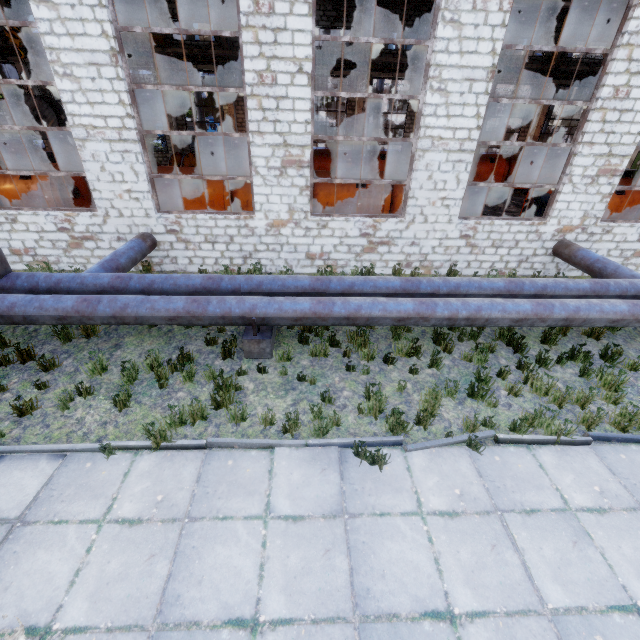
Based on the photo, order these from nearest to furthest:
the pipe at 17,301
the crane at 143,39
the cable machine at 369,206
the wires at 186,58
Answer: Result:
the pipe at 17,301
the cable machine at 369,206
the crane at 143,39
the wires at 186,58

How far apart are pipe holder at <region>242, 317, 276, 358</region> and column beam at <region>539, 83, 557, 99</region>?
27.04m

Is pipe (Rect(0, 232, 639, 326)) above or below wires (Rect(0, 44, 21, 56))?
below

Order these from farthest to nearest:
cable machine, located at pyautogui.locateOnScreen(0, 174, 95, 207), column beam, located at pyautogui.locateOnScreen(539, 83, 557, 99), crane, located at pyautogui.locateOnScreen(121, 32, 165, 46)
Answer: column beam, located at pyautogui.locateOnScreen(539, 83, 557, 99) → crane, located at pyautogui.locateOnScreen(121, 32, 165, 46) → cable machine, located at pyautogui.locateOnScreen(0, 174, 95, 207)

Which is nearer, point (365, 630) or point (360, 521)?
point (365, 630)

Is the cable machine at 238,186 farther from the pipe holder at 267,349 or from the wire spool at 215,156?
the pipe holder at 267,349

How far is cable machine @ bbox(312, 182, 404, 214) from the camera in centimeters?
1200cm

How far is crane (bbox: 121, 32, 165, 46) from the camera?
20.09m
